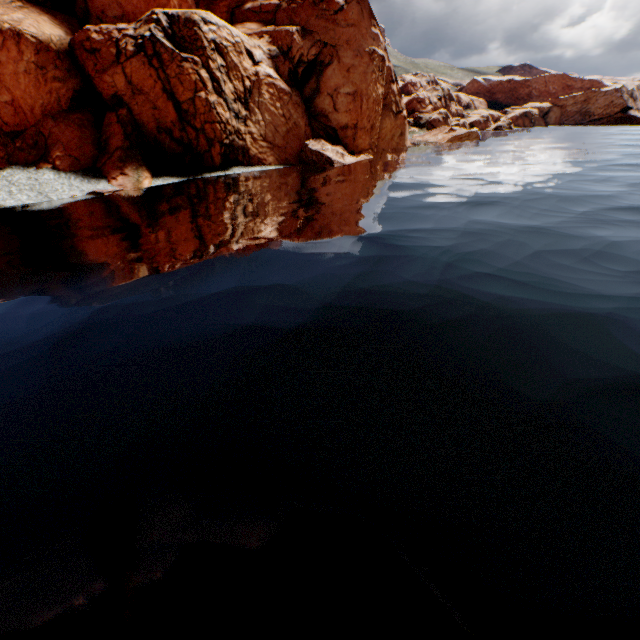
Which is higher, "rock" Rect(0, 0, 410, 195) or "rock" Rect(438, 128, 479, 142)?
"rock" Rect(0, 0, 410, 195)

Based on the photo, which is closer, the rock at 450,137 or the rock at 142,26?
the rock at 142,26

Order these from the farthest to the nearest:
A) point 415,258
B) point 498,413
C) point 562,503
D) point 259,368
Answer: point 415,258 → point 259,368 → point 498,413 → point 562,503

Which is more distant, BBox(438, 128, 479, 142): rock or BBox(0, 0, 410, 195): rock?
BBox(438, 128, 479, 142): rock

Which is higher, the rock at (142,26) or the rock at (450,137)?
the rock at (142,26)

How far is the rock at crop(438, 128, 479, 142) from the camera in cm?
5819
